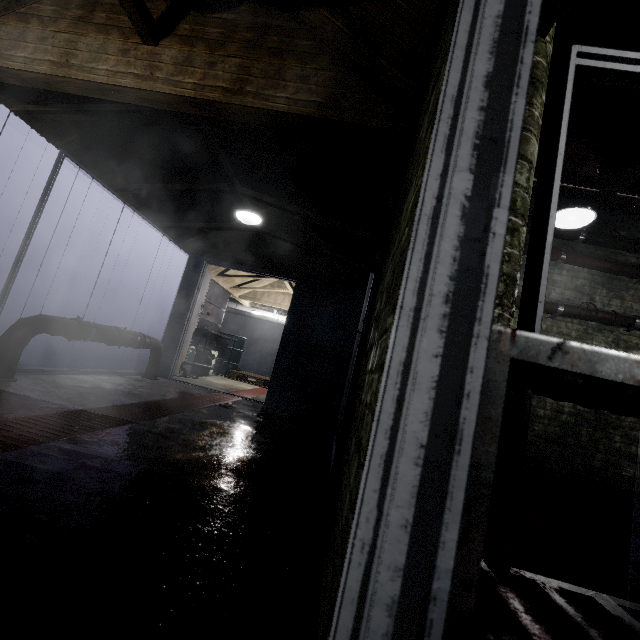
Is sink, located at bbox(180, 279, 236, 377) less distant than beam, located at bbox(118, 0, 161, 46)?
No

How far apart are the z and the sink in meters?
5.4

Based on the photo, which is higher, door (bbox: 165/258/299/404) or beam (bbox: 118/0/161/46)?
beam (bbox: 118/0/161/46)

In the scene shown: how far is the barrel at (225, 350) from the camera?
7.8m

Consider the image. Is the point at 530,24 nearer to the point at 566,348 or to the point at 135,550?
the point at 566,348

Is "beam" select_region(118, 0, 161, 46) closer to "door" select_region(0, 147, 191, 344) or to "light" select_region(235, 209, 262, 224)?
"door" select_region(0, 147, 191, 344)

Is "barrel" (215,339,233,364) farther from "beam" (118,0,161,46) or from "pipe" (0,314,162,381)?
"beam" (118,0,161,46)

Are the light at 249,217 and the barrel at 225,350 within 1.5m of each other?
no
